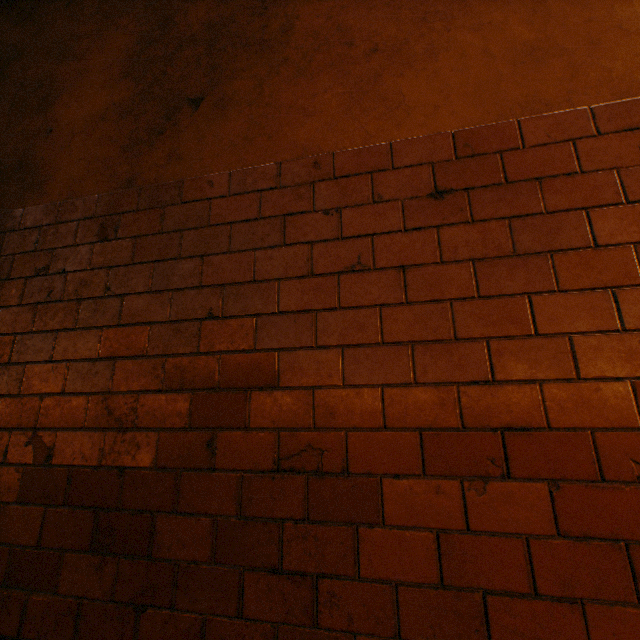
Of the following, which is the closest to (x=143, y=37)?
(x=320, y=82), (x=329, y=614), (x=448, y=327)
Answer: (x=320, y=82)
